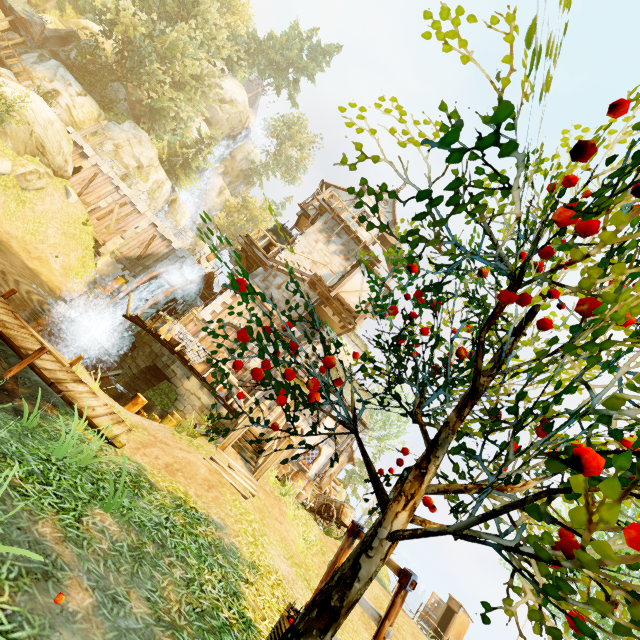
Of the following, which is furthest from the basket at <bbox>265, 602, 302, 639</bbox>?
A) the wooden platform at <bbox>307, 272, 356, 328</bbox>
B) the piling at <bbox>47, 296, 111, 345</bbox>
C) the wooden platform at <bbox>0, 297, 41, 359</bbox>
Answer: the piling at <bbox>47, 296, 111, 345</bbox>

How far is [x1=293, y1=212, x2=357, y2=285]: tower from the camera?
20.9m

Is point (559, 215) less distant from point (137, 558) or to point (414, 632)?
point (137, 558)

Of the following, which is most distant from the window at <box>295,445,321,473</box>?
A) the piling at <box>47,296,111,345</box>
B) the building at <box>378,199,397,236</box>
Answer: the piling at <box>47,296,111,345</box>

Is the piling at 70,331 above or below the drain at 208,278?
below

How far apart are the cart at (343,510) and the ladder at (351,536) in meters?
12.1 m

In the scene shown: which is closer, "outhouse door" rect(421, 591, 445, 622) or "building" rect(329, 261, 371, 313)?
"building" rect(329, 261, 371, 313)

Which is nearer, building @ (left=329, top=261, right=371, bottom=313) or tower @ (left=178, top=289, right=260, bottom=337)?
tower @ (left=178, top=289, right=260, bottom=337)
